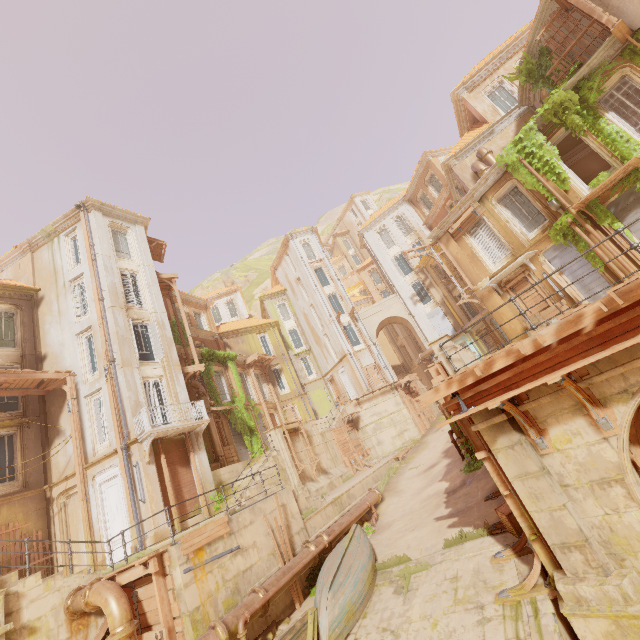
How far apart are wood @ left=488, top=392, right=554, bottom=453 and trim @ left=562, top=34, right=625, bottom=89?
15.0 meters

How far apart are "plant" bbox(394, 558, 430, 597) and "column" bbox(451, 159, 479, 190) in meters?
19.0

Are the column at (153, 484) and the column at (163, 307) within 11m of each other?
yes

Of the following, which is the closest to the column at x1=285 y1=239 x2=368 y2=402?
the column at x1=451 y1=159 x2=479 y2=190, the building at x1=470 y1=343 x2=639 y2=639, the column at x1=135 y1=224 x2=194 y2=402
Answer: the building at x1=470 y1=343 x2=639 y2=639

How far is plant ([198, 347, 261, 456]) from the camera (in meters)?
23.70

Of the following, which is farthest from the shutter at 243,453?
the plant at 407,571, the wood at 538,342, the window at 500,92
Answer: the window at 500,92

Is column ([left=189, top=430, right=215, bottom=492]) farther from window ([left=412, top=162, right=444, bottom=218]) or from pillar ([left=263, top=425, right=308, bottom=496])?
window ([left=412, top=162, right=444, bottom=218])

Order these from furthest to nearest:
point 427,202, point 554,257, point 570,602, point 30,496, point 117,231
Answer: point 427,202, point 117,231, point 554,257, point 30,496, point 570,602
